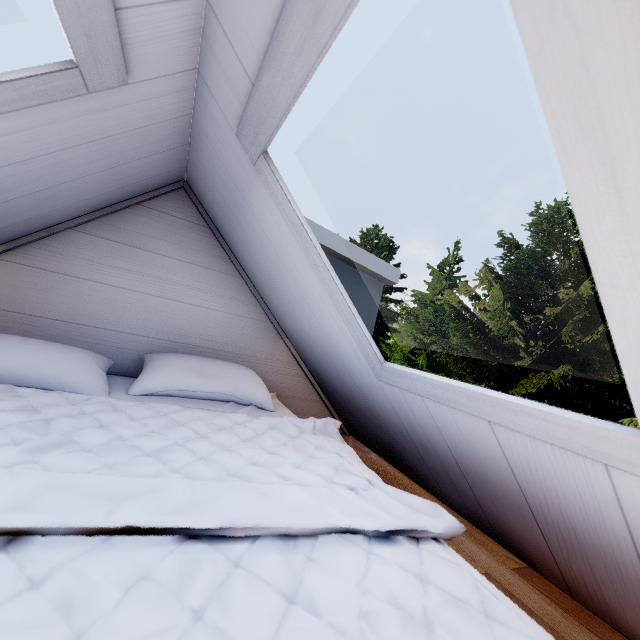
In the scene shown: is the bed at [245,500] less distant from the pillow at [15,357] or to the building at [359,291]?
the pillow at [15,357]

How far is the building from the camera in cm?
199

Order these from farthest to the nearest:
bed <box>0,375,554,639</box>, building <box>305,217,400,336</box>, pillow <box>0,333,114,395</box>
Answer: building <box>305,217,400,336</box>, pillow <box>0,333,114,395</box>, bed <box>0,375,554,639</box>

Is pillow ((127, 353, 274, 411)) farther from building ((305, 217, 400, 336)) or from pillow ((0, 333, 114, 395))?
building ((305, 217, 400, 336))

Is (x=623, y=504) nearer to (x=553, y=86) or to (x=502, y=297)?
(x=553, y=86)

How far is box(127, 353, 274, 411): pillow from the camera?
1.3m

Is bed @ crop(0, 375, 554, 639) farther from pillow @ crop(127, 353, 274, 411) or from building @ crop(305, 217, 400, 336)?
building @ crop(305, 217, 400, 336)
